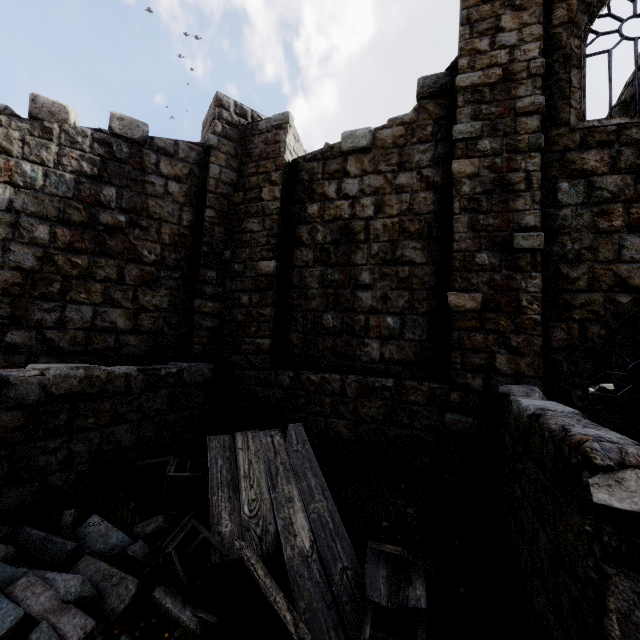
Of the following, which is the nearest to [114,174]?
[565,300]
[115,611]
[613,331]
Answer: [115,611]

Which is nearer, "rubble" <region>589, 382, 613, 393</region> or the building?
the building

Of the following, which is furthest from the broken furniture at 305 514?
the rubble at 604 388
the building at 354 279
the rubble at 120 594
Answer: the rubble at 604 388

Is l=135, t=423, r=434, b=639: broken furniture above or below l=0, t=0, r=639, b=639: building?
below

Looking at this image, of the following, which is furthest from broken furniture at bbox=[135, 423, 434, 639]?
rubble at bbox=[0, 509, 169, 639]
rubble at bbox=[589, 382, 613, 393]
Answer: rubble at bbox=[589, 382, 613, 393]

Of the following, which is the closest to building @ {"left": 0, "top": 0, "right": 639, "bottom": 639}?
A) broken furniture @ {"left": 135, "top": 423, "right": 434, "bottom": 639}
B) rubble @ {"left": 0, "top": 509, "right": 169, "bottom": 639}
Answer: rubble @ {"left": 0, "top": 509, "right": 169, "bottom": 639}

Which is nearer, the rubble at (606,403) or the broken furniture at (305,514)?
the broken furniture at (305,514)
